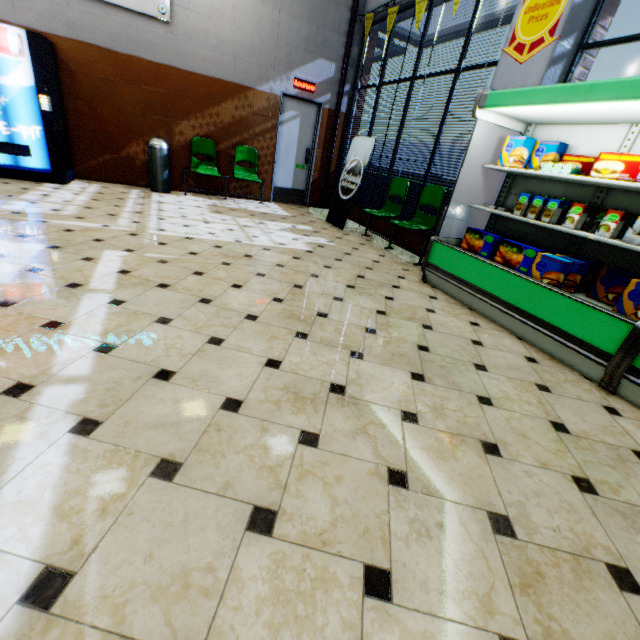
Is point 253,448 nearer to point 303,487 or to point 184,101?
point 303,487

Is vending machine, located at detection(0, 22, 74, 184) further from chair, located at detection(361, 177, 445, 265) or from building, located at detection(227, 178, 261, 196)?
chair, located at detection(361, 177, 445, 265)

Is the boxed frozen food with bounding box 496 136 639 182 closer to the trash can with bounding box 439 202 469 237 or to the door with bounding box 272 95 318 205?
the trash can with bounding box 439 202 469 237

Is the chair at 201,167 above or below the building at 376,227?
above

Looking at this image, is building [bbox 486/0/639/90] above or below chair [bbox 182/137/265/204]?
above

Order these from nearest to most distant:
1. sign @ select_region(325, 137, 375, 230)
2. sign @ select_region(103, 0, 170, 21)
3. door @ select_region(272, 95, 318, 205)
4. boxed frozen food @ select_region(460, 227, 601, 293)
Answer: boxed frozen food @ select_region(460, 227, 601, 293)
sign @ select_region(103, 0, 170, 21)
sign @ select_region(325, 137, 375, 230)
door @ select_region(272, 95, 318, 205)

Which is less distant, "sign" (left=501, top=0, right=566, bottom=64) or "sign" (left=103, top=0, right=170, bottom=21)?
"sign" (left=501, top=0, right=566, bottom=64)

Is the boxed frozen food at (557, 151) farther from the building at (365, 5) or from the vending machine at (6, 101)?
the vending machine at (6, 101)
